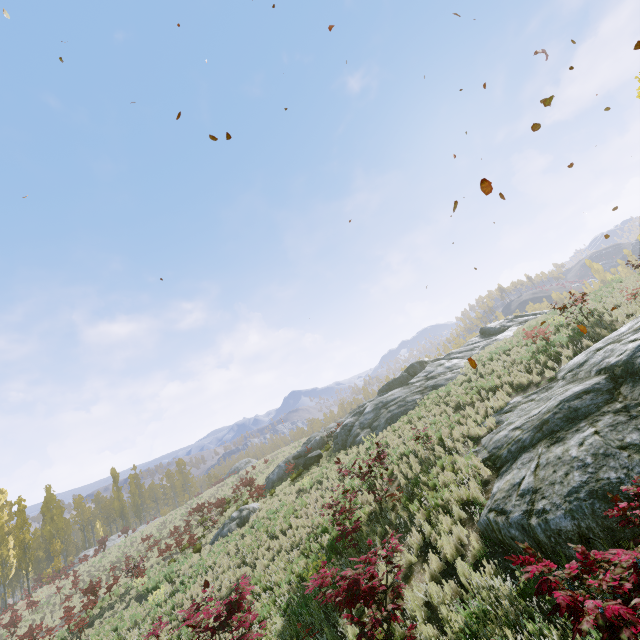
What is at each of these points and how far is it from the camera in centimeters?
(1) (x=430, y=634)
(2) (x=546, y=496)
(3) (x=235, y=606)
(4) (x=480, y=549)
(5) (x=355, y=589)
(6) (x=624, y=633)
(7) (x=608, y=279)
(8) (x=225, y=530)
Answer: (1) instancedfoliageactor, 540cm
(2) rock, 588cm
(3) instancedfoliageactor, 770cm
(4) instancedfoliageactor, 646cm
(5) instancedfoliageactor, 537cm
(6) instancedfoliageactor, 267cm
(7) instancedfoliageactor, 2327cm
(8) rock, 1956cm

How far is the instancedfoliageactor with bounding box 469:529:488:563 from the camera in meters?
6.5 m

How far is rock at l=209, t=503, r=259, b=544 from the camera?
19.3m

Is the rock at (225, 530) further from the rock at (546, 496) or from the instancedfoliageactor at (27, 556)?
the instancedfoliageactor at (27, 556)

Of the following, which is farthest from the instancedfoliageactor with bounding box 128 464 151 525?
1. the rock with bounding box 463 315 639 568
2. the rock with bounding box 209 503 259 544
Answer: the rock with bounding box 209 503 259 544

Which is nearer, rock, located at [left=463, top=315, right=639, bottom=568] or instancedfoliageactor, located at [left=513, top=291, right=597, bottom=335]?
rock, located at [left=463, top=315, right=639, bottom=568]

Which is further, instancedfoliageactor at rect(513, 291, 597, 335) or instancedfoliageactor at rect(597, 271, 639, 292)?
instancedfoliageactor at rect(597, 271, 639, 292)
